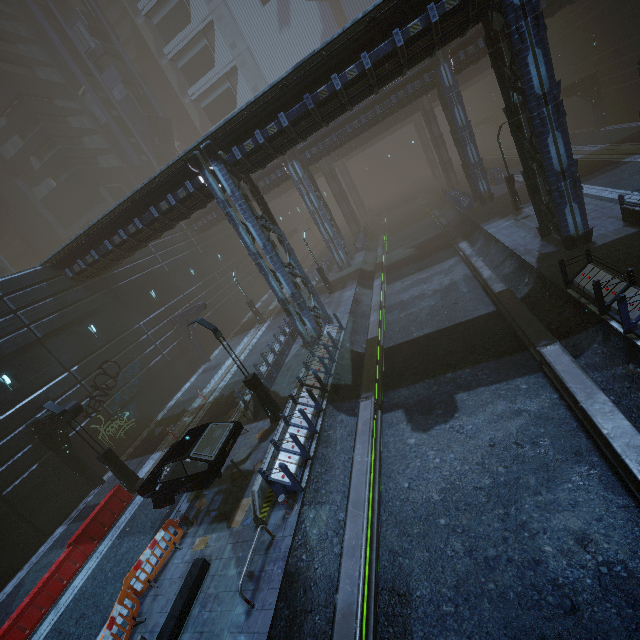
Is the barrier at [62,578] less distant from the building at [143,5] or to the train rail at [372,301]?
the building at [143,5]

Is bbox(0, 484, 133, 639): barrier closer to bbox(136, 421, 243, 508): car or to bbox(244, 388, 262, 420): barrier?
bbox(136, 421, 243, 508): car

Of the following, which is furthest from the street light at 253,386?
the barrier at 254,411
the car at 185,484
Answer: the car at 185,484

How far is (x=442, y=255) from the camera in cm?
2538

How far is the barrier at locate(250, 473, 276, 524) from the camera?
9.7 meters

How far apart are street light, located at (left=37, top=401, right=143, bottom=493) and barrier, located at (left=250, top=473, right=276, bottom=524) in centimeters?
825cm

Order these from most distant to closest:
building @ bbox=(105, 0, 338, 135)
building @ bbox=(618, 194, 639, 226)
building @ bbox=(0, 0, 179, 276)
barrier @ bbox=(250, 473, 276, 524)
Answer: building @ bbox=(105, 0, 338, 135), building @ bbox=(0, 0, 179, 276), building @ bbox=(618, 194, 639, 226), barrier @ bbox=(250, 473, 276, 524)

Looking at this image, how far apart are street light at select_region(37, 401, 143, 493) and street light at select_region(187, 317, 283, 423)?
6.9 meters
